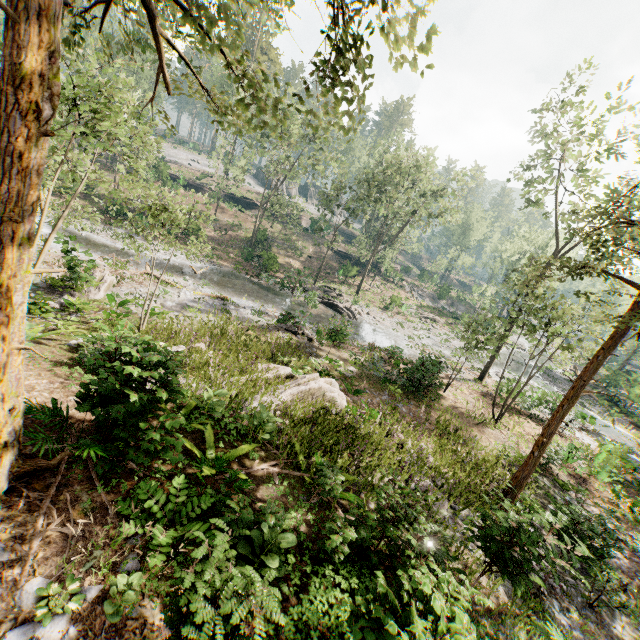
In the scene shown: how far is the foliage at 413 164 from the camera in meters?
32.8

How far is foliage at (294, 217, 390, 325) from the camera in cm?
3064

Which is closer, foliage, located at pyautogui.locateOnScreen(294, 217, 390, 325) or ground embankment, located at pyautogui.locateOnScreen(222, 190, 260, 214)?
foliage, located at pyautogui.locateOnScreen(294, 217, 390, 325)

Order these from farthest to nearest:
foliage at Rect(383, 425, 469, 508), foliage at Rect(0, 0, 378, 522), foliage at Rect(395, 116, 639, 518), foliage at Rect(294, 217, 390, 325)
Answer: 1. foliage at Rect(294, 217, 390, 325)
2. foliage at Rect(395, 116, 639, 518)
3. foliage at Rect(383, 425, 469, 508)
4. foliage at Rect(0, 0, 378, 522)

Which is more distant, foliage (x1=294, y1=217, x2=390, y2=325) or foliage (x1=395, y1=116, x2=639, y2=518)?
foliage (x1=294, y1=217, x2=390, y2=325)

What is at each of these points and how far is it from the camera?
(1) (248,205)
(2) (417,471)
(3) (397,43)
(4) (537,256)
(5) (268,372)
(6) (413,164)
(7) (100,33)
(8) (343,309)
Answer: (1) ground embankment, 54.1m
(2) foliage, 10.5m
(3) foliage, 3.8m
(4) foliage, 56.8m
(5) foliage, 13.2m
(6) foliage, 34.1m
(7) foliage, 4.9m
(8) foliage, 30.8m
